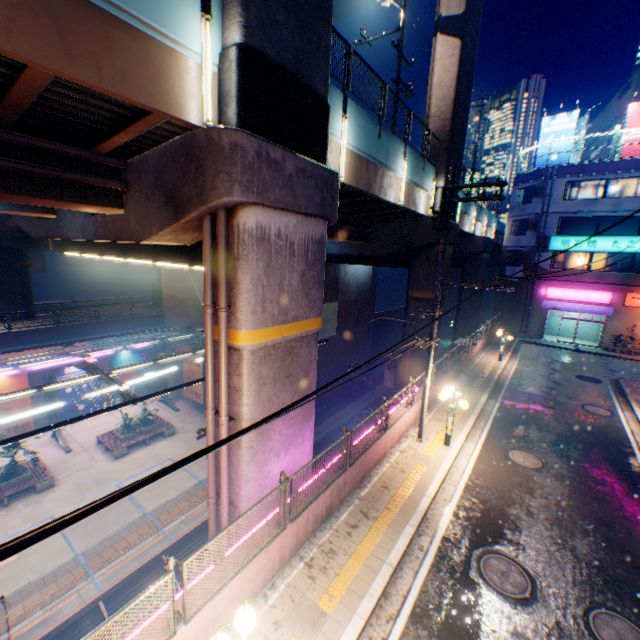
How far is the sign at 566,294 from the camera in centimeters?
2783cm

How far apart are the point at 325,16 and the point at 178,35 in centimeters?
408cm

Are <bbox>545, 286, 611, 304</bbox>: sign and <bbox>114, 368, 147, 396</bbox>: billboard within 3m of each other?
no

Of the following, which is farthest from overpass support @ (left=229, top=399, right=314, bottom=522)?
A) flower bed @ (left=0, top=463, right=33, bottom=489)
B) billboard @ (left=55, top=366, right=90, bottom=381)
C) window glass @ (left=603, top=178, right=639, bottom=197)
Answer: flower bed @ (left=0, top=463, right=33, bottom=489)

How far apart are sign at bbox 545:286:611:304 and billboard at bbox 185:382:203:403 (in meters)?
30.87

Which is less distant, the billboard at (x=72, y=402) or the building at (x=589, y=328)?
the billboard at (x=72, y=402)

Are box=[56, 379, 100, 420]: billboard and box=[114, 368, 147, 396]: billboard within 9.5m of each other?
yes

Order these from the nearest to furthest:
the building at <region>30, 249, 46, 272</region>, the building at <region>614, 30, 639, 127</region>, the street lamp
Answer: the street lamp
the building at <region>30, 249, 46, 272</region>
the building at <region>614, 30, 639, 127</region>
